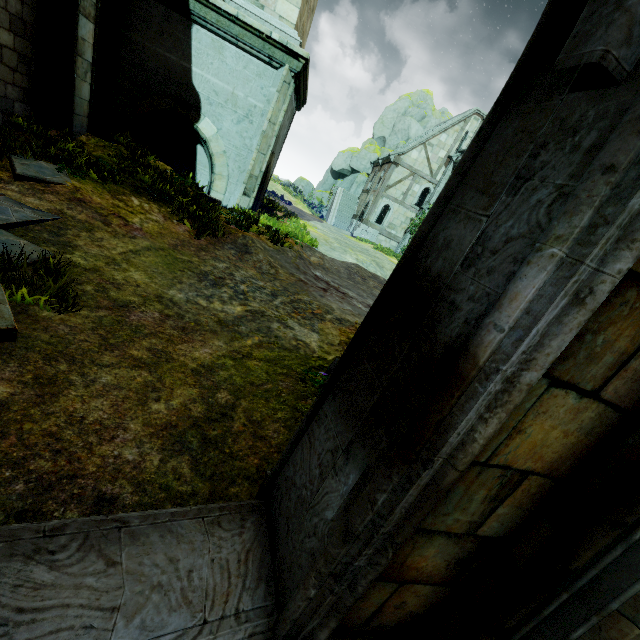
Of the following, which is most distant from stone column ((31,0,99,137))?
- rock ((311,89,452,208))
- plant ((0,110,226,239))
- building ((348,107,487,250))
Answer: rock ((311,89,452,208))

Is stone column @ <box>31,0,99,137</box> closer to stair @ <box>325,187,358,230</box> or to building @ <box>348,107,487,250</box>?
building @ <box>348,107,487,250</box>

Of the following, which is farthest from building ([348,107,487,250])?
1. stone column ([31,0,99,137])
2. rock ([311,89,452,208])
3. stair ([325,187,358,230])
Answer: stone column ([31,0,99,137])

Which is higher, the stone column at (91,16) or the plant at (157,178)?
the stone column at (91,16)

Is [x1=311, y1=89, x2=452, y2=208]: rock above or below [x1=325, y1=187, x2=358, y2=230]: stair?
above

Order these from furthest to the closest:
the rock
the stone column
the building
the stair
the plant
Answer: the rock, the stair, the building, the stone column, the plant

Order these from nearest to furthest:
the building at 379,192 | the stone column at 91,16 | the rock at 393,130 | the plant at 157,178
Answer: the plant at 157,178
the stone column at 91,16
the building at 379,192
the rock at 393,130

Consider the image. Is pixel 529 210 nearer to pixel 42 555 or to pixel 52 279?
pixel 42 555
